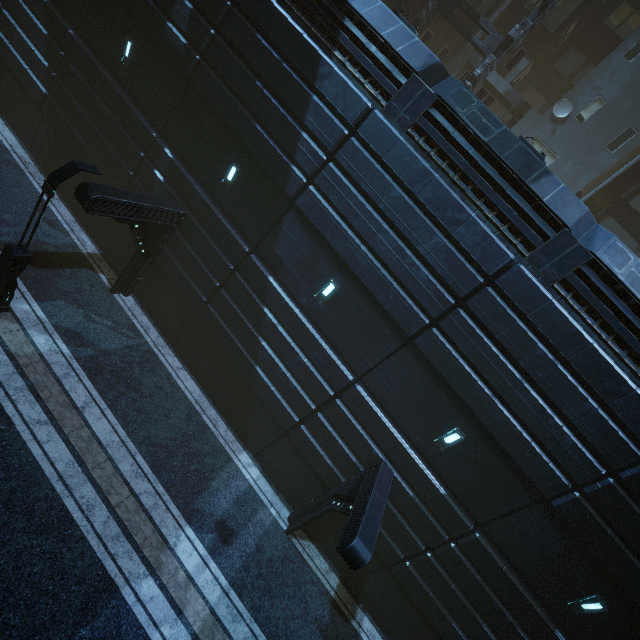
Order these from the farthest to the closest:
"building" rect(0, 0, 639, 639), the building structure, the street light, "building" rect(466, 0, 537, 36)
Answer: "building" rect(466, 0, 537, 36) → the building structure → "building" rect(0, 0, 639, 639) → the street light

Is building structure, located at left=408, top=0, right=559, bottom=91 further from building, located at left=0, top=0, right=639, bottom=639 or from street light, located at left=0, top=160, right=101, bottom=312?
street light, located at left=0, top=160, right=101, bottom=312

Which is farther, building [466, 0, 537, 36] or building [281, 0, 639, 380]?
building [466, 0, 537, 36]

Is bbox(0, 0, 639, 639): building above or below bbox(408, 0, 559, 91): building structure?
below

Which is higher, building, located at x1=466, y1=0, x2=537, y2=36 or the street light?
building, located at x1=466, y1=0, x2=537, y2=36

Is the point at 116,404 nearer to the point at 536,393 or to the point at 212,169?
the point at 212,169

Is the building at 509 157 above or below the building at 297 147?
above

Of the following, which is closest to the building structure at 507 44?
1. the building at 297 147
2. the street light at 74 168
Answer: the building at 297 147
